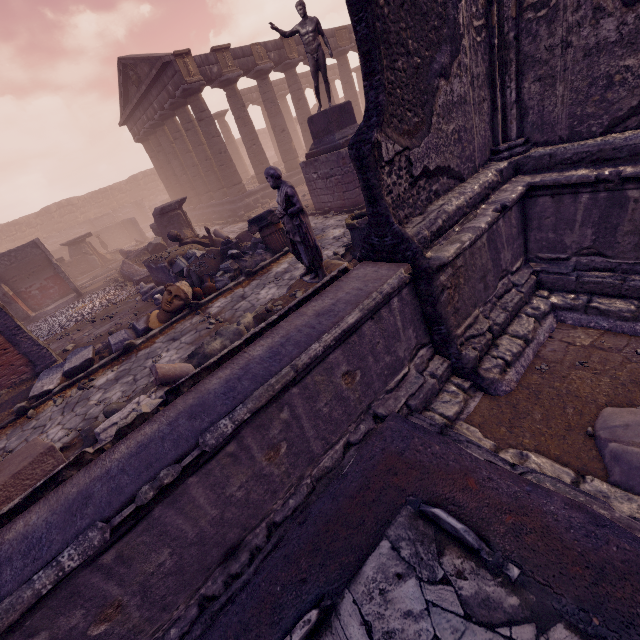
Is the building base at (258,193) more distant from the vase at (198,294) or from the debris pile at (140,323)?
the debris pile at (140,323)

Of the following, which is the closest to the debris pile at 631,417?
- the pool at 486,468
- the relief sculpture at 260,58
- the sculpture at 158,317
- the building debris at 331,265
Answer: the pool at 486,468

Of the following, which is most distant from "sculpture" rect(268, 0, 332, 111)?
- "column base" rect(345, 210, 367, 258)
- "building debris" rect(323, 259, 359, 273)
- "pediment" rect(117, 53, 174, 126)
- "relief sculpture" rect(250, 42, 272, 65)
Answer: "relief sculpture" rect(250, 42, 272, 65)

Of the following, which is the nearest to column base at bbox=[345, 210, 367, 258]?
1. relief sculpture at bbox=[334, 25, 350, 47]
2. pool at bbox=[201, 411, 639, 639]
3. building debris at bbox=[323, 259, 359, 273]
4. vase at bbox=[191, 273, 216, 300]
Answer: building debris at bbox=[323, 259, 359, 273]

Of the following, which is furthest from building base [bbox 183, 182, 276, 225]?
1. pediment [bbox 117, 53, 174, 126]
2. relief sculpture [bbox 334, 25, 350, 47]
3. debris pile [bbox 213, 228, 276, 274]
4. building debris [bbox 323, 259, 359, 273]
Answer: building debris [bbox 323, 259, 359, 273]

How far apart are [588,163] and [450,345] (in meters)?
2.38

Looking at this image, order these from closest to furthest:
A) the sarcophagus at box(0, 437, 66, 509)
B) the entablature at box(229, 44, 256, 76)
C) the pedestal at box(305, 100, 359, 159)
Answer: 1. the sarcophagus at box(0, 437, 66, 509)
2. the pedestal at box(305, 100, 359, 159)
3. the entablature at box(229, 44, 256, 76)

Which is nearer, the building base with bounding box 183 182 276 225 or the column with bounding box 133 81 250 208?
the column with bounding box 133 81 250 208
